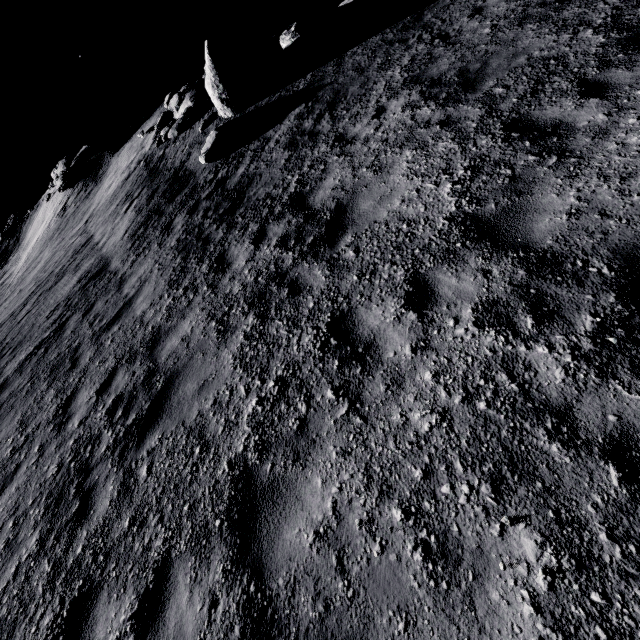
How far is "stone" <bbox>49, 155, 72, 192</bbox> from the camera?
22.7 meters

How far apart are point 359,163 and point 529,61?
3.40m

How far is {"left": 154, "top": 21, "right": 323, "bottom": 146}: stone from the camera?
11.12m

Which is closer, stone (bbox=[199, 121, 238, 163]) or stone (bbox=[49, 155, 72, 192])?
stone (bbox=[199, 121, 238, 163])

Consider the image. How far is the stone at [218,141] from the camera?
10.99m

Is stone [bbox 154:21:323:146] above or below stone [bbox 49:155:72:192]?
below

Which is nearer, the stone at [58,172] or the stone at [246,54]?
the stone at [246,54]

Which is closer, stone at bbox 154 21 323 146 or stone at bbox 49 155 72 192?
stone at bbox 154 21 323 146
